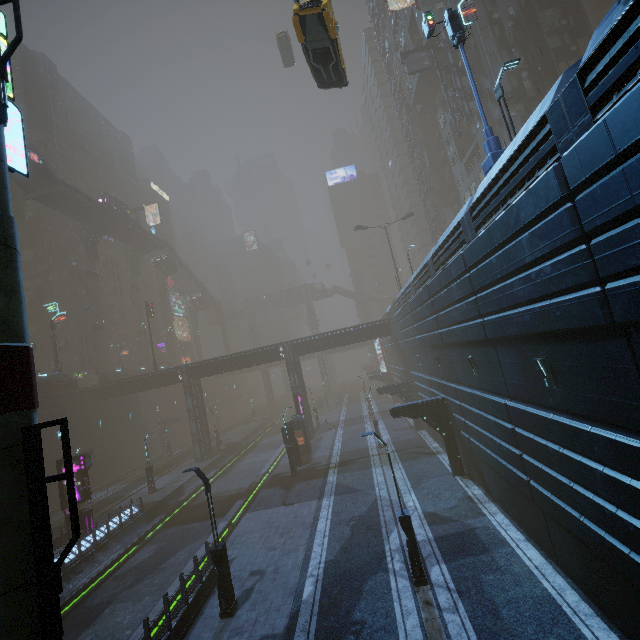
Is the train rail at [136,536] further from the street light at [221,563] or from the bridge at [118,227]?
the bridge at [118,227]

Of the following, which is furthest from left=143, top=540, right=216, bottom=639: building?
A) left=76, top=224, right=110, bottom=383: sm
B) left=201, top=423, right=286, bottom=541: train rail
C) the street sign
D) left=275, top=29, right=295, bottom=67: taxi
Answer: left=275, top=29, right=295, bottom=67: taxi

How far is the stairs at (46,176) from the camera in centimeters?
3991cm

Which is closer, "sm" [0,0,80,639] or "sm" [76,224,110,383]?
"sm" [0,0,80,639]

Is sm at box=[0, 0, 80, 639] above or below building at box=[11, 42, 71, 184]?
below

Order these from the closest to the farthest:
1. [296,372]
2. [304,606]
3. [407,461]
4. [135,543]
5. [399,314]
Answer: [304,606] < [135,543] < [407,461] < [399,314] < [296,372]

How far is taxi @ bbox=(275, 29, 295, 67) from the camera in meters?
38.3
